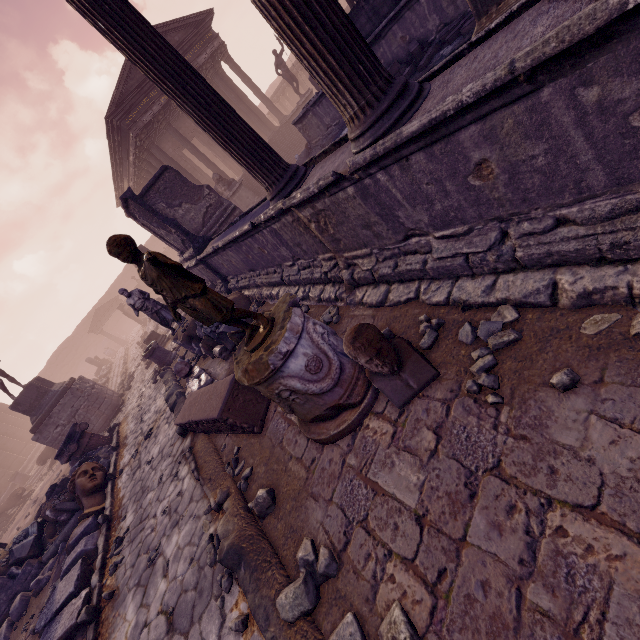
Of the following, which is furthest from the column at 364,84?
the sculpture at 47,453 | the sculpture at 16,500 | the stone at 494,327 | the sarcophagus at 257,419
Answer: the sculpture at 16,500

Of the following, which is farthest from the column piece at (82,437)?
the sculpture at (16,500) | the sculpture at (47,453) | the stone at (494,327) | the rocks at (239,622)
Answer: the stone at (494,327)

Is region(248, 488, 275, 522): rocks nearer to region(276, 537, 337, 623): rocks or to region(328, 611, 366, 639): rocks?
region(276, 537, 337, 623): rocks

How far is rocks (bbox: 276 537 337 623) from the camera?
2.4 meters

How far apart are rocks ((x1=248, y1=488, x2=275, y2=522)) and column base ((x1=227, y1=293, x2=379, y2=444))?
0.7m

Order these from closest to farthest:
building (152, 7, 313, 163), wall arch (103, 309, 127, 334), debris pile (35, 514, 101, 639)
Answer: debris pile (35, 514, 101, 639), building (152, 7, 313, 163), wall arch (103, 309, 127, 334)

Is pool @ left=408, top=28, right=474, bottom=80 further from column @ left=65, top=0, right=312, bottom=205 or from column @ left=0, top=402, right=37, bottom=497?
column @ left=0, top=402, right=37, bottom=497

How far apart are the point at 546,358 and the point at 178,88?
4.21m
